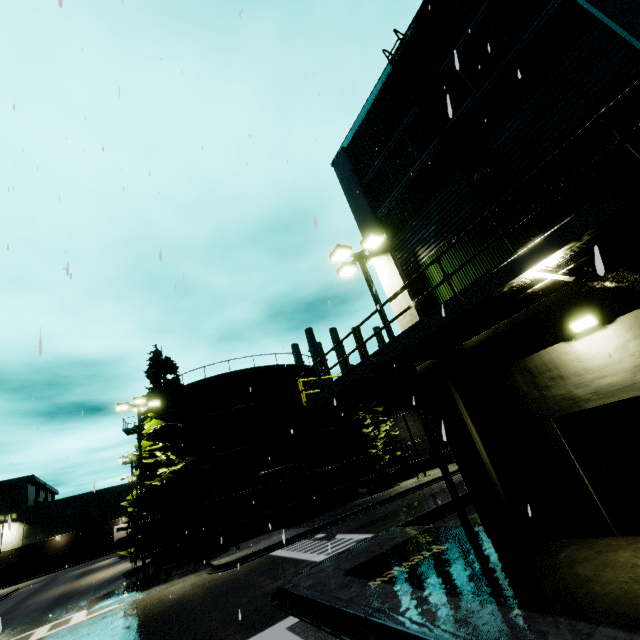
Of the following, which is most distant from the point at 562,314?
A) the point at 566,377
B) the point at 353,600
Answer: the point at 353,600

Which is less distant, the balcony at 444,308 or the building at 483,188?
the balcony at 444,308

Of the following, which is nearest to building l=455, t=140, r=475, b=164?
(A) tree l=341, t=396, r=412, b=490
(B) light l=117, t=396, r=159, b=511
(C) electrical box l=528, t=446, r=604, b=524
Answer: (C) electrical box l=528, t=446, r=604, b=524

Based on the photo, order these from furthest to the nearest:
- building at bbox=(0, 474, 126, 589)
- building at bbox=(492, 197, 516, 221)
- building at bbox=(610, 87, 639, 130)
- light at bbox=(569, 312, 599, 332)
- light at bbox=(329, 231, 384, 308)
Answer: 1. building at bbox=(0, 474, 126, 589)
2. light at bbox=(329, 231, 384, 308)
3. building at bbox=(492, 197, 516, 221)
4. light at bbox=(569, 312, 599, 332)
5. building at bbox=(610, 87, 639, 130)

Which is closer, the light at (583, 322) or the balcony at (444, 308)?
the balcony at (444, 308)

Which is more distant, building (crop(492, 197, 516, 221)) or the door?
building (crop(492, 197, 516, 221))

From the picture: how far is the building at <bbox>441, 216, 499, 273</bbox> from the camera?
8.7m

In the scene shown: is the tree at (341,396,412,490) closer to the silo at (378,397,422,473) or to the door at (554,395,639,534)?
the silo at (378,397,422,473)
